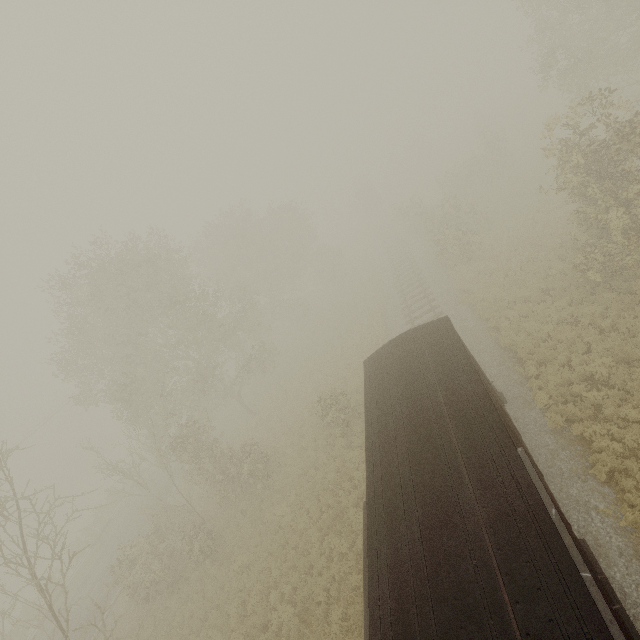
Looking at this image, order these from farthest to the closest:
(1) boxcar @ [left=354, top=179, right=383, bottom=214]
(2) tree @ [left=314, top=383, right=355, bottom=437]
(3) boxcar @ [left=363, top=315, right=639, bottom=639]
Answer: (1) boxcar @ [left=354, top=179, right=383, bottom=214], (2) tree @ [left=314, top=383, right=355, bottom=437], (3) boxcar @ [left=363, top=315, right=639, bottom=639]

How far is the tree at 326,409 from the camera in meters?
17.8

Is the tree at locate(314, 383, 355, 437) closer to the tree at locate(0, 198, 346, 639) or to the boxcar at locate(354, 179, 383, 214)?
the tree at locate(0, 198, 346, 639)

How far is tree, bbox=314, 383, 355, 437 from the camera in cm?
1778

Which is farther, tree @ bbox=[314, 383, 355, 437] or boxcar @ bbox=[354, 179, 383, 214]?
boxcar @ bbox=[354, 179, 383, 214]

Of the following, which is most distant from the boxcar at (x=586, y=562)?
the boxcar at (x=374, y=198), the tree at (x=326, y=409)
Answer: the boxcar at (x=374, y=198)

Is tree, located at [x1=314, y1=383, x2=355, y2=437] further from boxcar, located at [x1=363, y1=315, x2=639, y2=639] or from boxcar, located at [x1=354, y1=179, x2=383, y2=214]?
boxcar, located at [x1=354, y1=179, x2=383, y2=214]

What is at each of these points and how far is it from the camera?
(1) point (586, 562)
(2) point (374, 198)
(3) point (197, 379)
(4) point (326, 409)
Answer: (1) boxcar, 6.1 meters
(2) boxcar, 53.5 meters
(3) tree, 20.9 meters
(4) tree, 18.5 meters
